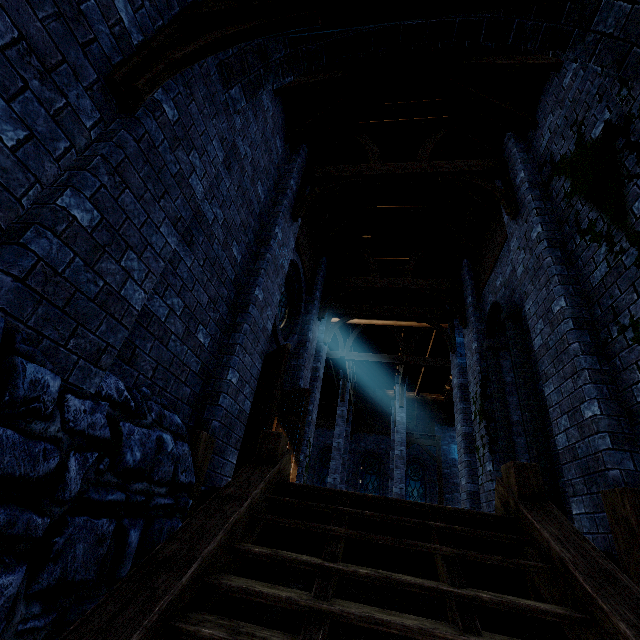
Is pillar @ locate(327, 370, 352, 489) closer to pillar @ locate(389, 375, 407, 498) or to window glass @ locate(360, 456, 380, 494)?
pillar @ locate(389, 375, 407, 498)

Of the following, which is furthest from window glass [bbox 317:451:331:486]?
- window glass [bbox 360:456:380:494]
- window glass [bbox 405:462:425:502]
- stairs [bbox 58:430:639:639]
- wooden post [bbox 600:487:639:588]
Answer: wooden post [bbox 600:487:639:588]

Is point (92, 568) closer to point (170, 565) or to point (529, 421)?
point (170, 565)

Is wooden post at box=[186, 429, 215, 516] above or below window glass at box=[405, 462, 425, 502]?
below

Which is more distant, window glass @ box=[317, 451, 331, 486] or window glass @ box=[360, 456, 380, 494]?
window glass @ box=[317, 451, 331, 486]

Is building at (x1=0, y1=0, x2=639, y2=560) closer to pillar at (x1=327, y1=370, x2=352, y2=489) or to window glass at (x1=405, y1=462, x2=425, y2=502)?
pillar at (x1=327, y1=370, x2=352, y2=489)

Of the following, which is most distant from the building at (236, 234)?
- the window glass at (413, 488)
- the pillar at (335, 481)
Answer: the window glass at (413, 488)

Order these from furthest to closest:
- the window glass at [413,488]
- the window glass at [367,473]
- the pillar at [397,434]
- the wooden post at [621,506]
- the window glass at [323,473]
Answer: the window glass at [323,473], the window glass at [367,473], the window glass at [413,488], the pillar at [397,434], the wooden post at [621,506]
